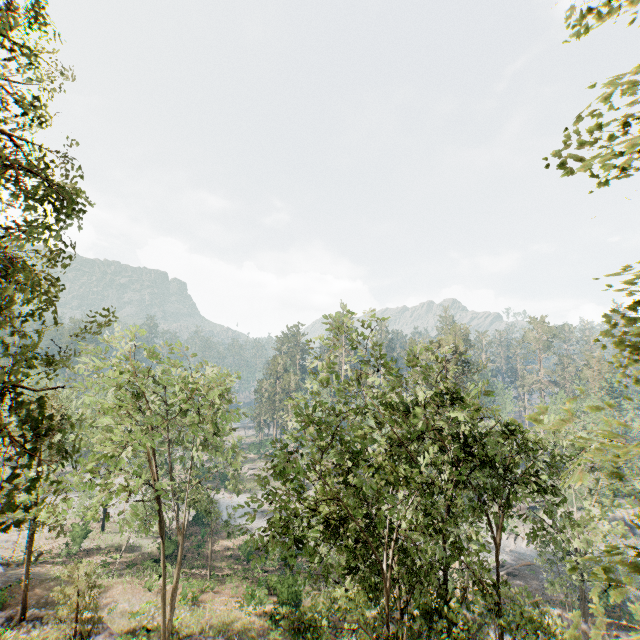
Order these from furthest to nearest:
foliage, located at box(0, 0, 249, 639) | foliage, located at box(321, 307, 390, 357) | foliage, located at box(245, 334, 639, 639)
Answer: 1. foliage, located at box(321, 307, 390, 357)
2. foliage, located at box(245, 334, 639, 639)
3. foliage, located at box(0, 0, 249, 639)

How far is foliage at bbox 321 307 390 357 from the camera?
14.8m

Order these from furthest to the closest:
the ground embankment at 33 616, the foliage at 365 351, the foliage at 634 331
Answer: the ground embankment at 33 616, the foliage at 365 351, the foliage at 634 331

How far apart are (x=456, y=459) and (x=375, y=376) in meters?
9.0 m

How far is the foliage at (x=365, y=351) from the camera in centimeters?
1482cm

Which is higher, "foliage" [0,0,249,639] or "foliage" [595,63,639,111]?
Result: "foliage" [595,63,639,111]

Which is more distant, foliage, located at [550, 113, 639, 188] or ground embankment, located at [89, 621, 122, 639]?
ground embankment, located at [89, 621, 122, 639]

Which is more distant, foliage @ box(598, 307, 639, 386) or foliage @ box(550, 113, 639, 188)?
foliage @ box(598, 307, 639, 386)
